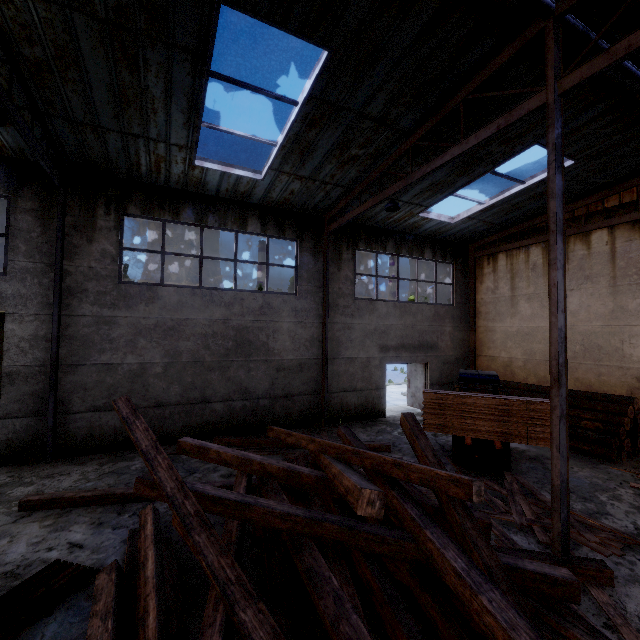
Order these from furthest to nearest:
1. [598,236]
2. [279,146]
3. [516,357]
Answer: [516,357] < [598,236] < [279,146]

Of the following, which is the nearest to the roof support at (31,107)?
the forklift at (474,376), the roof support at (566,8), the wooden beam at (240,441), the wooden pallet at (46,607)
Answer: the wooden pallet at (46,607)

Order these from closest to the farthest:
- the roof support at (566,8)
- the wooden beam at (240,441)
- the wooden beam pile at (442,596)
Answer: the wooden beam pile at (442,596)
the roof support at (566,8)
the wooden beam at (240,441)

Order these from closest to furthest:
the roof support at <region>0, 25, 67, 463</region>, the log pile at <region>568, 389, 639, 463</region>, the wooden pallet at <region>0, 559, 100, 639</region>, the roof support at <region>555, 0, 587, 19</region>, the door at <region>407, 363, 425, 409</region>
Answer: the wooden pallet at <region>0, 559, 100, 639</region>, the roof support at <region>555, 0, 587, 19</region>, the roof support at <region>0, 25, 67, 463</region>, the log pile at <region>568, 389, 639, 463</region>, the door at <region>407, 363, 425, 409</region>

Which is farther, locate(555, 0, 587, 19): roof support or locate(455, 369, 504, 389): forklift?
locate(455, 369, 504, 389): forklift

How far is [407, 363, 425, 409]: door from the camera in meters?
14.6

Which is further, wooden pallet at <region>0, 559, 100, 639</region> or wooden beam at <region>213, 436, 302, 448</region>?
wooden beam at <region>213, 436, 302, 448</region>

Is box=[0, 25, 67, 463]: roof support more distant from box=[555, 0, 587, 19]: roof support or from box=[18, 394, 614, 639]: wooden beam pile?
box=[555, 0, 587, 19]: roof support
